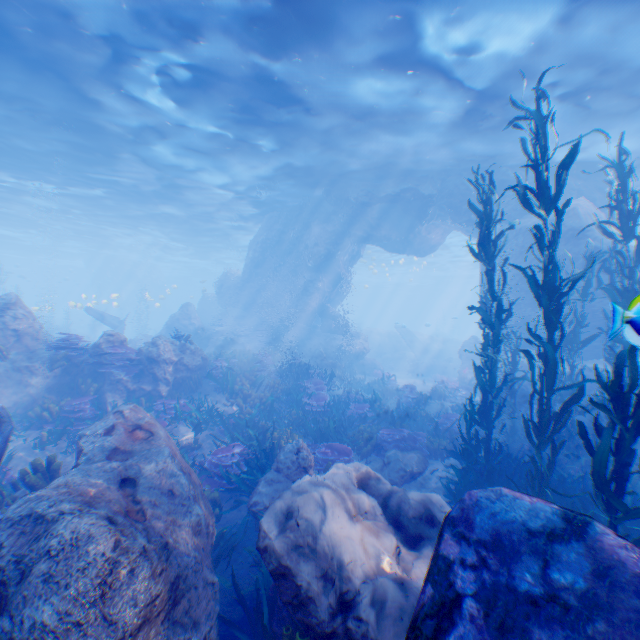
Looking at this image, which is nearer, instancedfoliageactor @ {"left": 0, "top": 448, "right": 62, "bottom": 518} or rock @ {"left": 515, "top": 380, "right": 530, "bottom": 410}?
instancedfoliageactor @ {"left": 0, "top": 448, "right": 62, "bottom": 518}

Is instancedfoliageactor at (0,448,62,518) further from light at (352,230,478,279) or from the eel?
light at (352,230,478,279)

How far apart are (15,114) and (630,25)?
22.61m

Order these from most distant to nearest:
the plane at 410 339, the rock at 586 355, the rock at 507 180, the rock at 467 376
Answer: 1. the plane at 410 339
2. the rock at 467 376
3. the rock at 507 180
4. the rock at 586 355

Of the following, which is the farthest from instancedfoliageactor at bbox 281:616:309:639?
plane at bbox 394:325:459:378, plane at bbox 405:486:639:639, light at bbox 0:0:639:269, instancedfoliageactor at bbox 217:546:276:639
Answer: plane at bbox 394:325:459:378

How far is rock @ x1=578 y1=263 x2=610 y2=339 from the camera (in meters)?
13.02

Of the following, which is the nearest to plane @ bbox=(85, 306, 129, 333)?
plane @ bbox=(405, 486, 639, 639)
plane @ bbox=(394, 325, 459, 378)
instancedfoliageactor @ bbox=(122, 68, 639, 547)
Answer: instancedfoliageactor @ bbox=(122, 68, 639, 547)

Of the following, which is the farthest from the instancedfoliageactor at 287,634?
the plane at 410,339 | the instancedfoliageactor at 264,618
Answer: the plane at 410,339
